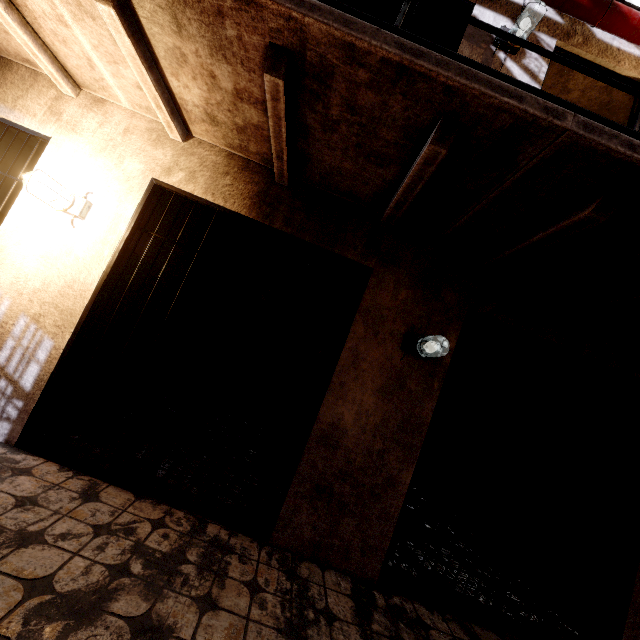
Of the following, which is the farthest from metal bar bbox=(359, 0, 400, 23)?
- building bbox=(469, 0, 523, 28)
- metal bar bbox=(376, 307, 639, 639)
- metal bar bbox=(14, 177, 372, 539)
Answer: metal bar bbox=(376, 307, 639, 639)

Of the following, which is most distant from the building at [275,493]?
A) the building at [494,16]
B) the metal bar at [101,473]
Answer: the building at [494,16]

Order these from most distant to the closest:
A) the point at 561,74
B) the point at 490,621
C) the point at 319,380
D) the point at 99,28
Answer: the point at 319,380 → the point at 561,74 → the point at 490,621 → the point at 99,28

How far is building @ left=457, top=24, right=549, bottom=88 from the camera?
3.2m

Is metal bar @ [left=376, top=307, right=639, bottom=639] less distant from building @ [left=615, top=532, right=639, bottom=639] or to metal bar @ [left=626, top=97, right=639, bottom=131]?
building @ [left=615, top=532, right=639, bottom=639]

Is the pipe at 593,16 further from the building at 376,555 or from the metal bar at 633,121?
the building at 376,555

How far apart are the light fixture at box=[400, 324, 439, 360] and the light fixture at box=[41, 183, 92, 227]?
2.9 meters

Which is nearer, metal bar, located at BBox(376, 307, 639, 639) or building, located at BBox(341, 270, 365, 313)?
metal bar, located at BBox(376, 307, 639, 639)
